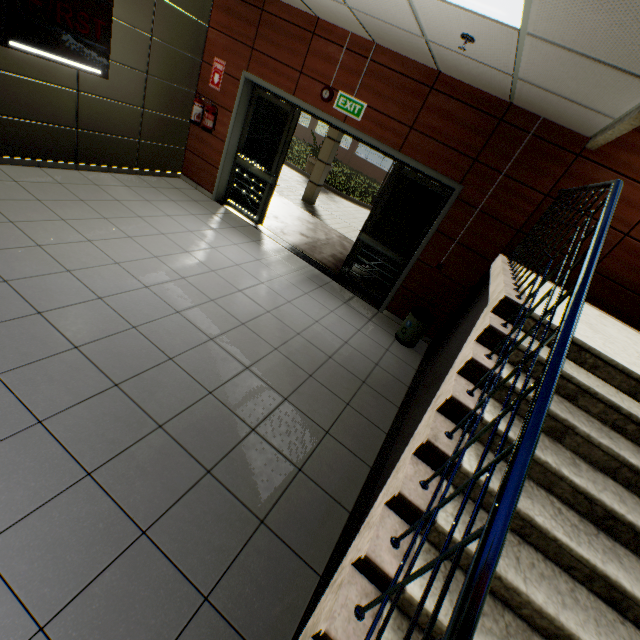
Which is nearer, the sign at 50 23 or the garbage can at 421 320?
the sign at 50 23

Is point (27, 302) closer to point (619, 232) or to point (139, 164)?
point (139, 164)

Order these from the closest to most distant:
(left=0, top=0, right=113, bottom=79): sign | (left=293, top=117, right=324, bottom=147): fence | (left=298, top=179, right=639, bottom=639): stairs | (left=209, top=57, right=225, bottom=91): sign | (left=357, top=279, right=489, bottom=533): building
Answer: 1. (left=298, top=179, right=639, bottom=639): stairs
2. (left=357, top=279, right=489, bottom=533): building
3. (left=0, top=0, right=113, bottom=79): sign
4. (left=209, top=57, right=225, bottom=91): sign
5. (left=293, top=117, right=324, bottom=147): fence

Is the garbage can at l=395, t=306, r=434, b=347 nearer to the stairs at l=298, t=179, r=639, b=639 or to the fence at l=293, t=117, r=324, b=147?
the stairs at l=298, t=179, r=639, b=639

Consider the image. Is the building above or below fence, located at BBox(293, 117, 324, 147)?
above

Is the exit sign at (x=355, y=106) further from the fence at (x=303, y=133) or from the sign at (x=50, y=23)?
the fence at (x=303, y=133)

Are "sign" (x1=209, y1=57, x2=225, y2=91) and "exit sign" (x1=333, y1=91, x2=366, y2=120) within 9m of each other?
yes

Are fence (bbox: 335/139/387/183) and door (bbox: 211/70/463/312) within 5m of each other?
no
